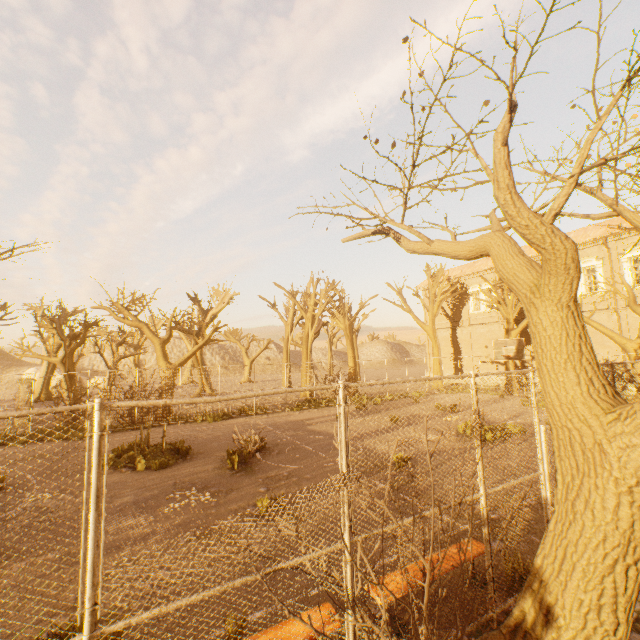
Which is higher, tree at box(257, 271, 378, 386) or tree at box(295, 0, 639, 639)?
tree at box(257, 271, 378, 386)

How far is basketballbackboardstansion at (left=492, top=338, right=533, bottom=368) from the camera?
17.2 meters

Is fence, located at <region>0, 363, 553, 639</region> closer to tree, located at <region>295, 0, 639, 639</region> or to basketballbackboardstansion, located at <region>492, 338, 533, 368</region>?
tree, located at <region>295, 0, 639, 639</region>

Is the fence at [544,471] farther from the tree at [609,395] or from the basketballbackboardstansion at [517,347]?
the basketballbackboardstansion at [517,347]

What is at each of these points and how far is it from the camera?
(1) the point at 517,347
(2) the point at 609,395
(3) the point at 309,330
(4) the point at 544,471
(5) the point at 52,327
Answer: (1) basketballbackboardstansion, 17.4 meters
(2) tree, 2.9 meters
(3) tree, 27.3 meters
(4) fence, 4.6 meters
(5) tree, 18.1 meters

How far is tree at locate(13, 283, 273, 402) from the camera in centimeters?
1827cm

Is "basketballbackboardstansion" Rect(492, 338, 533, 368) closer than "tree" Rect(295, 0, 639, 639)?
No
